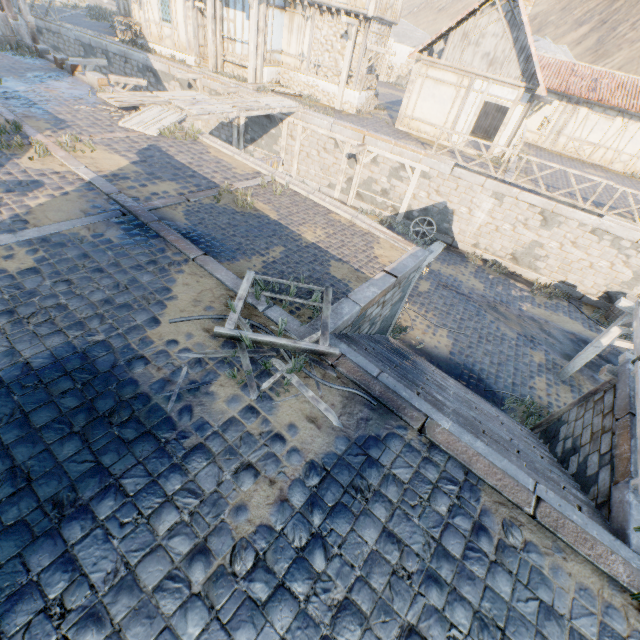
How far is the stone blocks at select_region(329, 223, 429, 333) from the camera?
5.5 meters

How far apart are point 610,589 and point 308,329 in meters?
4.4

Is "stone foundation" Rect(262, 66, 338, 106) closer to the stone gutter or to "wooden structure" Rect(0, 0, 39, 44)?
"wooden structure" Rect(0, 0, 39, 44)

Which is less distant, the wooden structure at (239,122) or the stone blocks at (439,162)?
the wooden structure at (239,122)

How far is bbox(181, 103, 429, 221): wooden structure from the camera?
13.09m

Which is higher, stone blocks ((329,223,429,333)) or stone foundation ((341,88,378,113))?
stone foundation ((341,88,378,113))

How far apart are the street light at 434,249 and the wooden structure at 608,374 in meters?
4.2 m

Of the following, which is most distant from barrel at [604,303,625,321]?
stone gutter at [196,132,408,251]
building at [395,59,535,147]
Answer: stone gutter at [196,132,408,251]
